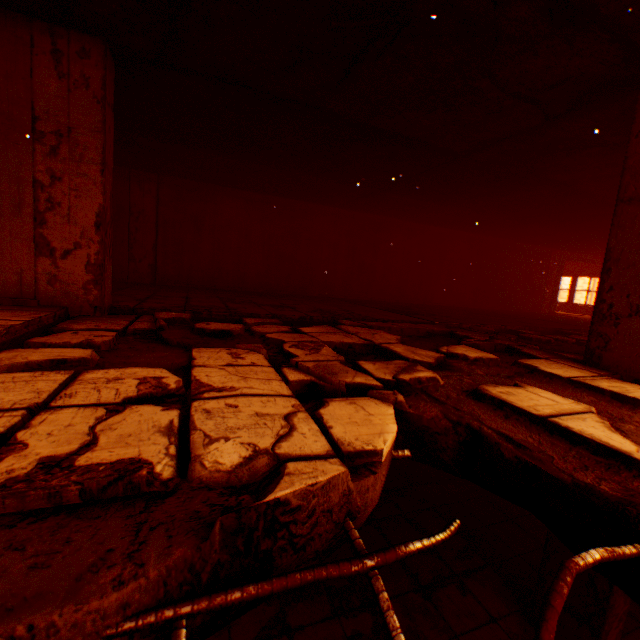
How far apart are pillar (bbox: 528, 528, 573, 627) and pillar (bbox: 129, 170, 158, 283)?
8.51m

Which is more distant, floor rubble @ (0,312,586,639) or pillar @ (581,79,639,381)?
pillar @ (581,79,639,381)

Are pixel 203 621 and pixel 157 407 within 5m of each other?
yes

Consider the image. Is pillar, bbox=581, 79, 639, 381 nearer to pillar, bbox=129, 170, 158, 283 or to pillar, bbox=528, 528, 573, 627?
pillar, bbox=528, 528, 573, 627

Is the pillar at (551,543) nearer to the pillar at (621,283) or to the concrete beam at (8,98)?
the pillar at (621,283)

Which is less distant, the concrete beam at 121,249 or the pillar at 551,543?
the pillar at 551,543

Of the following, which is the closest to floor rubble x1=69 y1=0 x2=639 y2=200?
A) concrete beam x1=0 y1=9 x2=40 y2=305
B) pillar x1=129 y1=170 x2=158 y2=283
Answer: concrete beam x1=0 y1=9 x2=40 y2=305

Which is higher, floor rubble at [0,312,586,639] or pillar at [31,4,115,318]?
pillar at [31,4,115,318]
